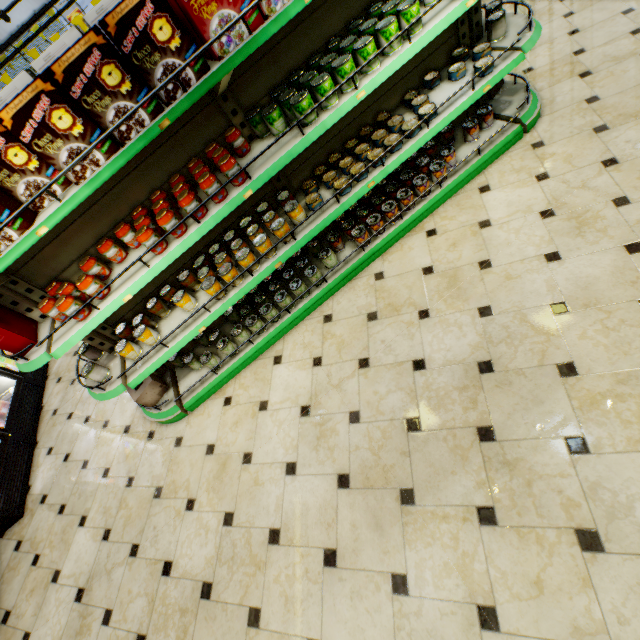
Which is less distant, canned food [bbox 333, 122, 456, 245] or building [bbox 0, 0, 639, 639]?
building [bbox 0, 0, 639, 639]

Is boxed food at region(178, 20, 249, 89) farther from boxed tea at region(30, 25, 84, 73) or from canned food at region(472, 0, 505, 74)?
canned food at region(472, 0, 505, 74)

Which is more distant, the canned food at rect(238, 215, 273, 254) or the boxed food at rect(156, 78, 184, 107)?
the canned food at rect(238, 215, 273, 254)

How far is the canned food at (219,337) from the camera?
3.0m

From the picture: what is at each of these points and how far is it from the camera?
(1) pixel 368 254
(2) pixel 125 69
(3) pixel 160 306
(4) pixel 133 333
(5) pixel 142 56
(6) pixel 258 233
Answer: (1) shelf, 3.04m
(2) boxed food, 1.60m
(3) canned food, 2.86m
(4) canned food, 2.73m
(5) boxed food, 1.61m
(6) canned food, 2.68m

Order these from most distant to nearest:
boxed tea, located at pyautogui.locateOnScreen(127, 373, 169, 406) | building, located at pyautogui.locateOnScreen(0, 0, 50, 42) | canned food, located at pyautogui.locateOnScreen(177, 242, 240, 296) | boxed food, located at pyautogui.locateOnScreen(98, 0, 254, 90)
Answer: building, located at pyautogui.locateOnScreen(0, 0, 50, 42), boxed tea, located at pyautogui.locateOnScreen(127, 373, 169, 406), canned food, located at pyautogui.locateOnScreen(177, 242, 240, 296), boxed food, located at pyautogui.locateOnScreen(98, 0, 254, 90)

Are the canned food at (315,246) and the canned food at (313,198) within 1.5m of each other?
yes

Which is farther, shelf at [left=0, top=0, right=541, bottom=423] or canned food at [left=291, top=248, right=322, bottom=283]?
canned food at [left=291, top=248, right=322, bottom=283]
